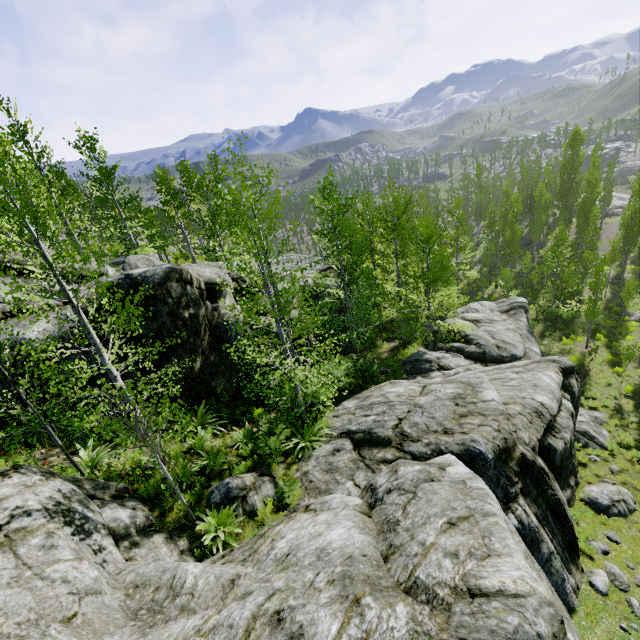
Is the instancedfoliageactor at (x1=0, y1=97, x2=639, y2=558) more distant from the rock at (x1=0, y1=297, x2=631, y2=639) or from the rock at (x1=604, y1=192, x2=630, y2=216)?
the rock at (x1=604, y1=192, x2=630, y2=216)

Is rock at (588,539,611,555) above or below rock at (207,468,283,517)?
below

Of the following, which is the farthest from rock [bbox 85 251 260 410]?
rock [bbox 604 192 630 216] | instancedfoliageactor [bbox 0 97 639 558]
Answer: rock [bbox 604 192 630 216]

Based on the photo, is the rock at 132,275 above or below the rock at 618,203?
above

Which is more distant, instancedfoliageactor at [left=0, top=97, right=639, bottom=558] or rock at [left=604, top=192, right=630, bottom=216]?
rock at [left=604, top=192, right=630, bottom=216]

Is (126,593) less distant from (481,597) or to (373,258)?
(481,597)

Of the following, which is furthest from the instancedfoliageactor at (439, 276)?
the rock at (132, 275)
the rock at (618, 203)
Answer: the rock at (618, 203)
